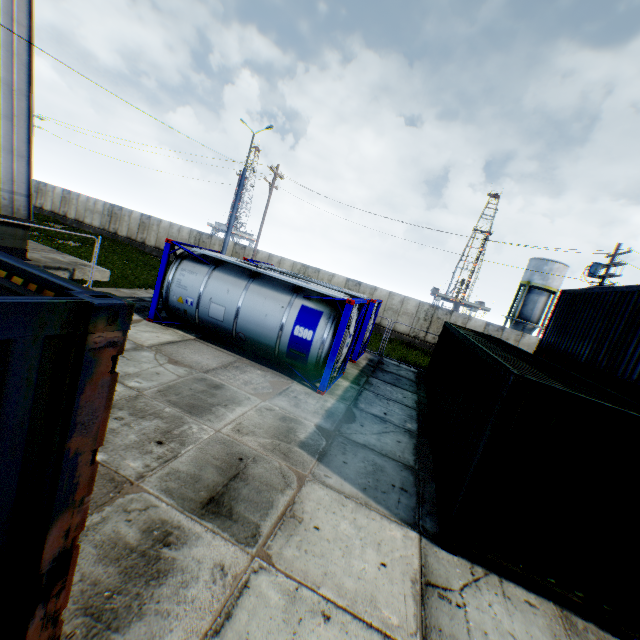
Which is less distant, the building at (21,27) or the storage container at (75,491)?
the storage container at (75,491)

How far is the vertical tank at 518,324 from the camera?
37.06m

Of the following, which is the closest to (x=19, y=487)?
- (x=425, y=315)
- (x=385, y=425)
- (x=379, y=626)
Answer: (x=379, y=626)

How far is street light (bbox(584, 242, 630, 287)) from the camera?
16.8 meters

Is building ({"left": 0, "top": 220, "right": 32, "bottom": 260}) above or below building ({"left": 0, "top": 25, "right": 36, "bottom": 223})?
below

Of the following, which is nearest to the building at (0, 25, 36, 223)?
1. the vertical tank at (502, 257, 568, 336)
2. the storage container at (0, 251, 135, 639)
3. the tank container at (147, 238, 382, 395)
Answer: the tank container at (147, 238, 382, 395)

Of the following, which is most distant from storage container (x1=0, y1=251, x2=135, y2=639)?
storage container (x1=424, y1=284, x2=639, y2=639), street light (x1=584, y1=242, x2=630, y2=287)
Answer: street light (x1=584, y1=242, x2=630, y2=287)

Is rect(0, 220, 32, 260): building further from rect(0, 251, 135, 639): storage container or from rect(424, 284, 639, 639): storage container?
rect(424, 284, 639, 639): storage container
